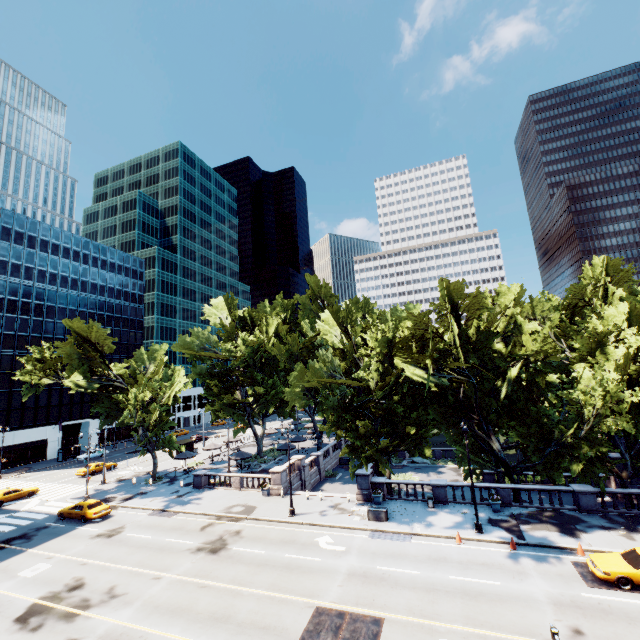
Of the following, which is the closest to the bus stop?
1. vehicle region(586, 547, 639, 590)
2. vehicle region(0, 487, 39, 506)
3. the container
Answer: vehicle region(0, 487, 39, 506)

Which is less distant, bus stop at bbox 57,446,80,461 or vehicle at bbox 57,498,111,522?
vehicle at bbox 57,498,111,522

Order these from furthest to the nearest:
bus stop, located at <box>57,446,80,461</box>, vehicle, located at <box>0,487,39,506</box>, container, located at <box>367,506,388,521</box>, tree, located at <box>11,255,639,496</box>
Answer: bus stop, located at <box>57,446,80,461</box> → vehicle, located at <box>0,487,39,506</box> → container, located at <box>367,506,388,521</box> → tree, located at <box>11,255,639,496</box>

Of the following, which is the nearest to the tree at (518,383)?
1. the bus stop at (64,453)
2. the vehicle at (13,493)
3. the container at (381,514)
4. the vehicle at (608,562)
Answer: the container at (381,514)

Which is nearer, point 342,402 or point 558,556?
point 558,556

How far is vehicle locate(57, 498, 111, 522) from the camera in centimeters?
2916cm

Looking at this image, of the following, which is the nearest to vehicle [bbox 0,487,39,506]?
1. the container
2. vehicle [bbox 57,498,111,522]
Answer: vehicle [bbox 57,498,111,522]

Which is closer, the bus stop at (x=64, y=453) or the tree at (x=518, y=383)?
the tree at (x=518, y=383)
